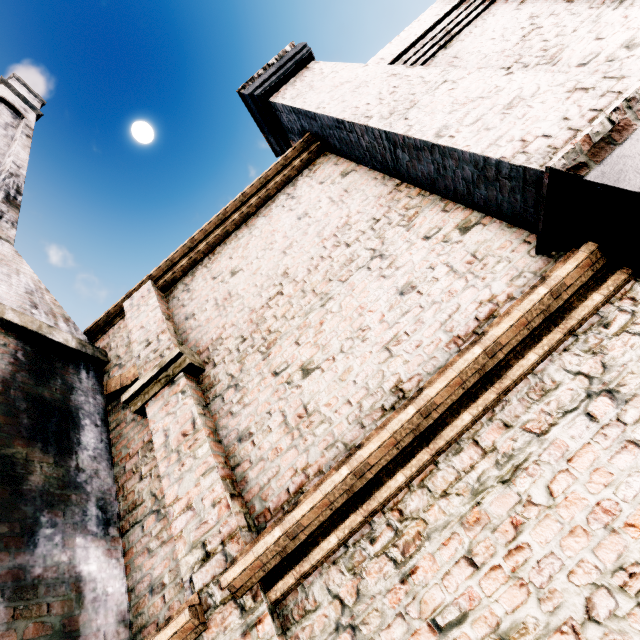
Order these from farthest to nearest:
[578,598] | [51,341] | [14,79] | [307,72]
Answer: [14,79]
[307,72]
[51,341]
[578,598]
